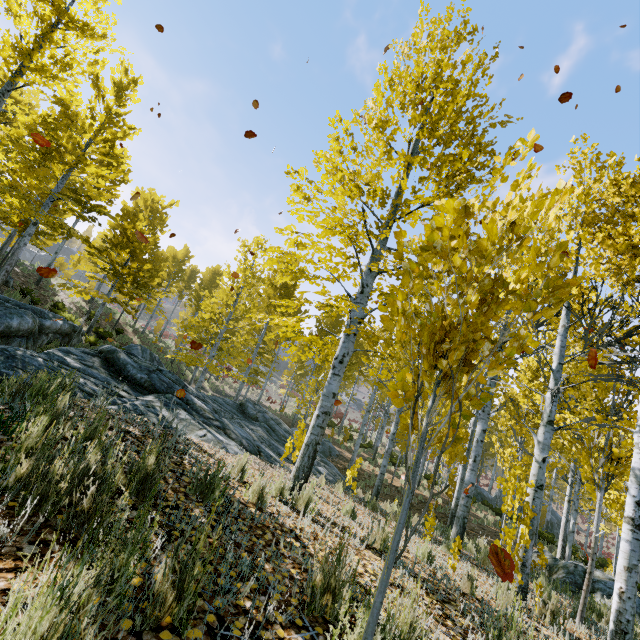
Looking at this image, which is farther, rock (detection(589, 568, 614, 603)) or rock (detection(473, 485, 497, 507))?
rock (detection(473, 485, 497, 507))

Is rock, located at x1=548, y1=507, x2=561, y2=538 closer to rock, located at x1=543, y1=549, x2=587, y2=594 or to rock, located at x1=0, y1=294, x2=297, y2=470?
rock, located at x1=543, y1=549, x2=587, y2=594

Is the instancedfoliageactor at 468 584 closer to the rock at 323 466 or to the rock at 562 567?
the rock at 323 466

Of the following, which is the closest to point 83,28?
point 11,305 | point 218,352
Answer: point 11,305

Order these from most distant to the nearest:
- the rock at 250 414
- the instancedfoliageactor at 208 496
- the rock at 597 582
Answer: the rock at 597 582
the rock at 250 414
the instancedfoliageactor at 208 496

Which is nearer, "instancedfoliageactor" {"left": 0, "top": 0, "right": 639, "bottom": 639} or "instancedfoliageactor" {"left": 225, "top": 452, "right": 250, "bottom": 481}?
"instancedfoliageactor" {"left": 0, "top": 0, "right": 639, "bottom": 639}

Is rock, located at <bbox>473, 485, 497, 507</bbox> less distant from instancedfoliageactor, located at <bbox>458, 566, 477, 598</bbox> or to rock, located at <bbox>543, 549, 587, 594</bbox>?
instancedfoliageactor, located at <bbox>458, 566, 477, 598</bbox>

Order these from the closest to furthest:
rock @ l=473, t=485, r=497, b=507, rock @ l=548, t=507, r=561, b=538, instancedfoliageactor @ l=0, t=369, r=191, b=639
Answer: instancedfoliageactor @ l=0, t=369, r=191, b=639 < rock @ l=473, t=485, r=497, b=507 < rock @ l=548, t=507, r=561, b=538
